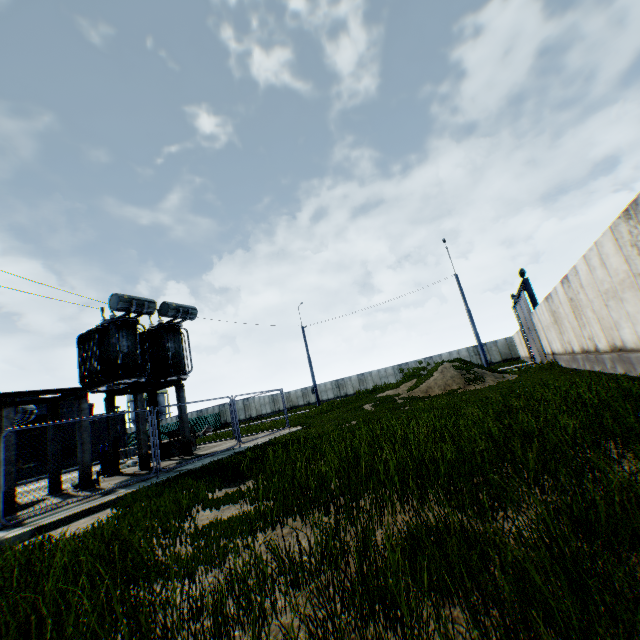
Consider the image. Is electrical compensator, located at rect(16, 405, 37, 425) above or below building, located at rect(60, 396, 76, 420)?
below

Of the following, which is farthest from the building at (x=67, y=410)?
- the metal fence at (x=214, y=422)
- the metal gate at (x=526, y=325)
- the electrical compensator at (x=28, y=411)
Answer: the metal gate at (x=526, y=325)

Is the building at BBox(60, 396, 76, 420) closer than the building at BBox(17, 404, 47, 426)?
No

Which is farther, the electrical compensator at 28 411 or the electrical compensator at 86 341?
the electrical compensator at 86 341

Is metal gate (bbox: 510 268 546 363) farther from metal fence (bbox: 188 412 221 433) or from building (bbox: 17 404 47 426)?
building (bbox: 17 404 47 426)

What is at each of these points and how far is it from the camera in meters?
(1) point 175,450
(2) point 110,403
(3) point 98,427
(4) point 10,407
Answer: (1) concrete block, 16.8 m
(2) concrete support, 14.9 m
(3) building, 36.0 m
(4) concrete support, 10.3 m

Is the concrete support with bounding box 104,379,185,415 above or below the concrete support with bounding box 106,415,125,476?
above

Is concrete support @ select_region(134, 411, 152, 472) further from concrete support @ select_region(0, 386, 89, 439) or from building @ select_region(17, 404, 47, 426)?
building @ select_region(17, 404, 47, 426)
